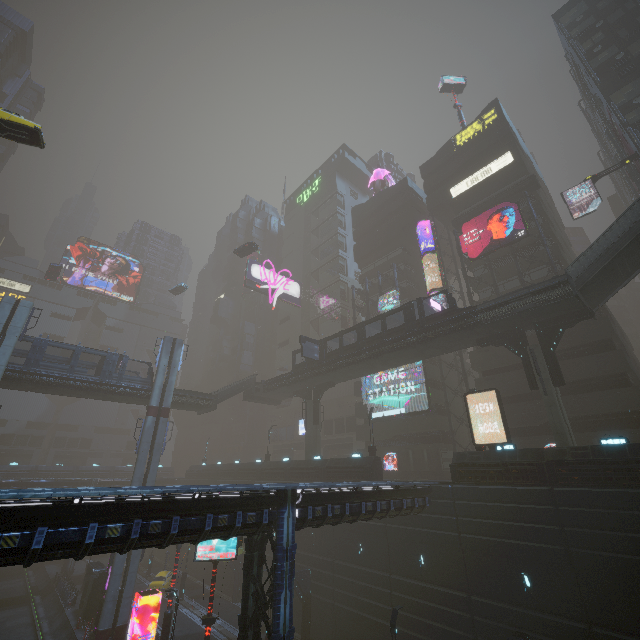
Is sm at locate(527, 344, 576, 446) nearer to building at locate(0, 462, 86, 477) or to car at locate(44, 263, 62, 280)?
building at locate(0, 462, 86, 477)

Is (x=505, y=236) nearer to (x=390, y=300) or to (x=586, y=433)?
(x=390, y=300)

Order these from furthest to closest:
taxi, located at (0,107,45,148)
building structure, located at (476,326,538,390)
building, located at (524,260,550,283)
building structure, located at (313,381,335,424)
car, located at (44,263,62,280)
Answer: car, located at (44,263,62,280)
building structure, located at (313,381,335,424)
building, located at (524,260,550,283)
building structure, located at (476,326,538,390)
taxi, located at (0,107,45,148)

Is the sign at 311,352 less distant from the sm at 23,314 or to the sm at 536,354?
the sm at 536,354

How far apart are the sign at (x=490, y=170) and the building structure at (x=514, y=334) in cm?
2272

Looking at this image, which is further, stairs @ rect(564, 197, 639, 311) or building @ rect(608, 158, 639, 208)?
building @ rect(608, 158, 639, 208)

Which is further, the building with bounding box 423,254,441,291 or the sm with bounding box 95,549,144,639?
the building with bounding box 423,254,441,291

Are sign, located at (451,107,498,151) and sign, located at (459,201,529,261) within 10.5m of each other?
no
